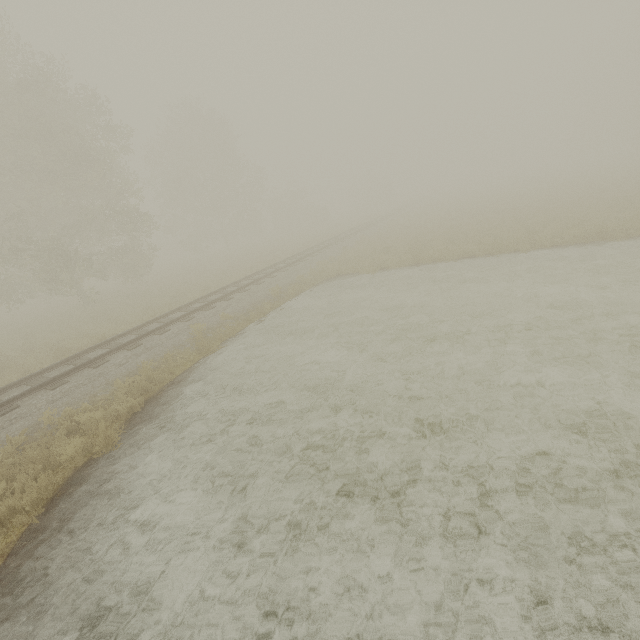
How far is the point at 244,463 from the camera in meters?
6.2
